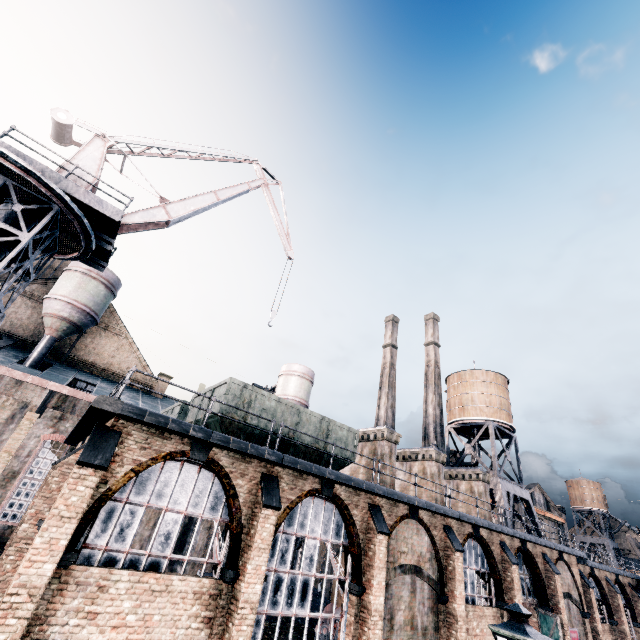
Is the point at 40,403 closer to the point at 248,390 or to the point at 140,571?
the point at 248,390

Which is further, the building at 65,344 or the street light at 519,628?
the building at 65,344

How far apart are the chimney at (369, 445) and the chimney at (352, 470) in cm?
381

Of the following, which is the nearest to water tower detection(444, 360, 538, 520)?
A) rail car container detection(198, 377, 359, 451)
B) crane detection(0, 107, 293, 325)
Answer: rail car container detection(198, 377, 359, 451)

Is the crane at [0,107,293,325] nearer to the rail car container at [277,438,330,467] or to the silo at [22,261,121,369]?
the silo at [22,261,121,369]

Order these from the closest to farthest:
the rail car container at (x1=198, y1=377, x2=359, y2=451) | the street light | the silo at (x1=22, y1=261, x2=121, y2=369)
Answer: the street light
the rail car container at (x1=198, y1=377, x2=359, y2=451)
the silo at (x1=22, y1=261, x2=121, y2=369)

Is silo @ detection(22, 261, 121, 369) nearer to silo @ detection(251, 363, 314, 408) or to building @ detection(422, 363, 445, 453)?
silo @ detection(251, 363, 314, 408)

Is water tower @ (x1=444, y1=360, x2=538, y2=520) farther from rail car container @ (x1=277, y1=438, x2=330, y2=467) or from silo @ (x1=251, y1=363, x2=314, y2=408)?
rail car container @ (x1=277, y1=438, x2=330, y2=467)
